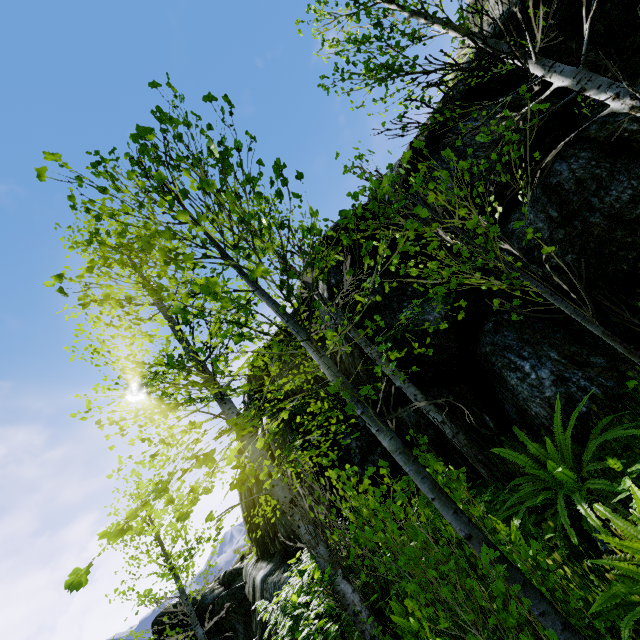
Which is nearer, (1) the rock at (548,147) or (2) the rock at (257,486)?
(1) the rock at (548,147)

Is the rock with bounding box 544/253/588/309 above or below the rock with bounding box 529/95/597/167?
below

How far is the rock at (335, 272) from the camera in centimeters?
751cm

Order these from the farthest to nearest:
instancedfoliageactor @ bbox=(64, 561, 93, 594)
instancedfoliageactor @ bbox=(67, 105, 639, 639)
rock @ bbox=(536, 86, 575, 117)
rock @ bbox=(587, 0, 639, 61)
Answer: rock @ bbox=(536, 86, 575, 117) < rock @ bbox=(587, 0, 639, 61) < instancedfoliageactor @ bbox=(67, 105, 639, 639) < instancedfoliageactor @ bbox=(64, 561, 93, 594)

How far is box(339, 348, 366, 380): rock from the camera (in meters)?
6.61

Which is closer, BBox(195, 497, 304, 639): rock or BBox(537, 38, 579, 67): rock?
BBox(537, 38, 579, 67): rock

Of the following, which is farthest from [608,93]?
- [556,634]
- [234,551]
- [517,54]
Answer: [234,551]
